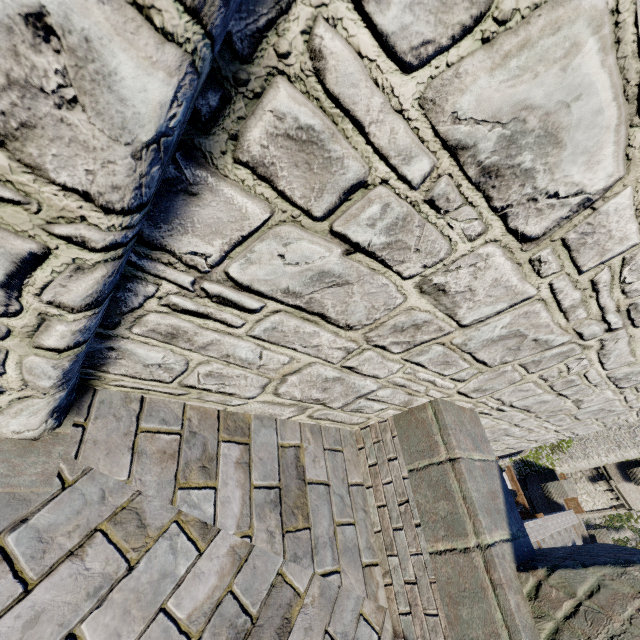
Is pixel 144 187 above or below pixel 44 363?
above
